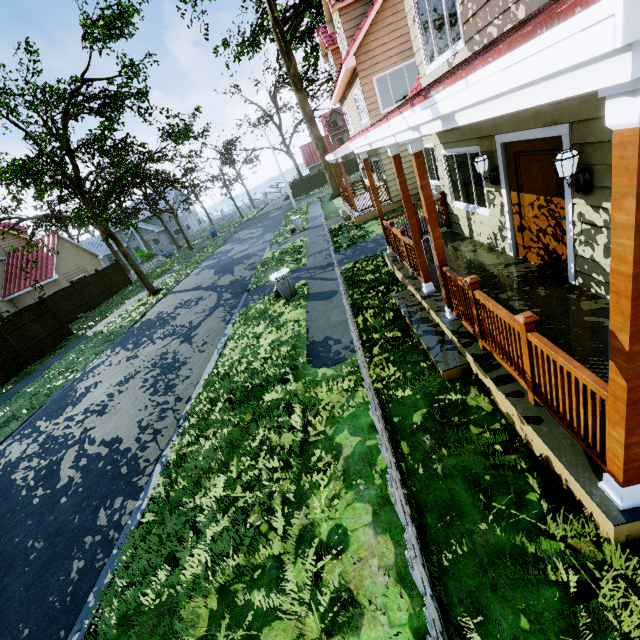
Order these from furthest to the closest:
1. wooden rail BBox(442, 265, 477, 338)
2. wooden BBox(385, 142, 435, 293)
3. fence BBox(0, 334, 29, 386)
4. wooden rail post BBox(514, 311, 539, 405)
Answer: fence BBox(0, 334, 29, 386)
wooden BBox(385, 142, 435, 293)
wooden rail BBox(442, 265, 477, 338)
wooden rail post BBox(514, 311, 539, 405)

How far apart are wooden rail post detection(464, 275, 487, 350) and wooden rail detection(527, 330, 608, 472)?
1.1 meters

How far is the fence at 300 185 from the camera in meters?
48.7 m

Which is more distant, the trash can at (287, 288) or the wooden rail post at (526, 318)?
the trash can at (287, 288)

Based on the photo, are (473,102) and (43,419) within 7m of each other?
no

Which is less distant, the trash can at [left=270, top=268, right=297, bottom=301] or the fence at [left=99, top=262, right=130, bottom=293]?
the trash can at [left=270, top=268, right=297, bottom=301]

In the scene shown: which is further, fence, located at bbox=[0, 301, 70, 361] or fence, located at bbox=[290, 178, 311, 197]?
fence, located at bbox=[290, 178, 311, 197]

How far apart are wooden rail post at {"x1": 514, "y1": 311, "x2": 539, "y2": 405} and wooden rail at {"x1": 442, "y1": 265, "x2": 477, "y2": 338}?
1.1 meters
